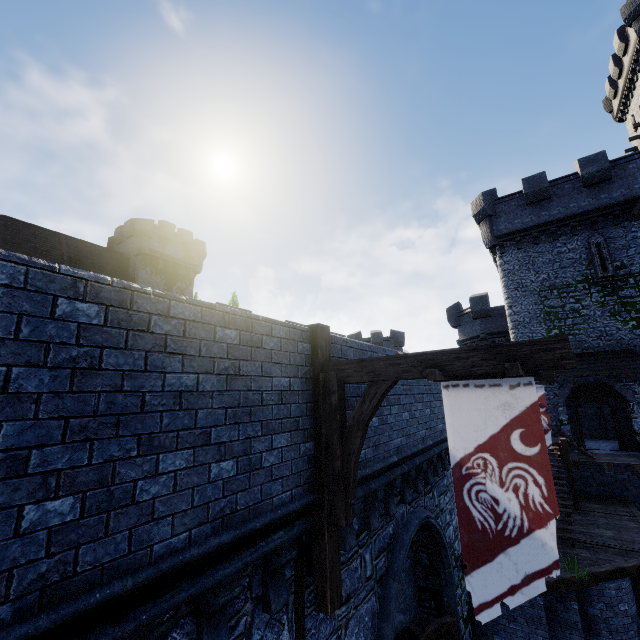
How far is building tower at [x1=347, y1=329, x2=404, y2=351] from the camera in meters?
39.2

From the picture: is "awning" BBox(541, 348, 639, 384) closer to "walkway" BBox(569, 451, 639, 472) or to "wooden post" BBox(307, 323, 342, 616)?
"walkway" BBox(569, 451, 639, 472)

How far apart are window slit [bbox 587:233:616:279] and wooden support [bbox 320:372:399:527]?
21.3m

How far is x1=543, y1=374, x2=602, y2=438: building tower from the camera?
18.5m

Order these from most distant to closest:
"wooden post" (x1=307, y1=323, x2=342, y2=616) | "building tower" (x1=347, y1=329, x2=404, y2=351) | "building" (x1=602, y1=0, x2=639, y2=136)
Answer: "building tower" (x1=347, y1=329, x2=404, y2=351) < "building" (x1=602, y1=0, x2=639, y2=136) < "wooden post" (x1=307, y1=323, x2=342, y2=616)

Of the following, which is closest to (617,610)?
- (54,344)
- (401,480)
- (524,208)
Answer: (401,480)

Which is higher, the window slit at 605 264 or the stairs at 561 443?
the window slit at 605 264

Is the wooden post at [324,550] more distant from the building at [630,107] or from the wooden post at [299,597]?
the building at [630,107]
